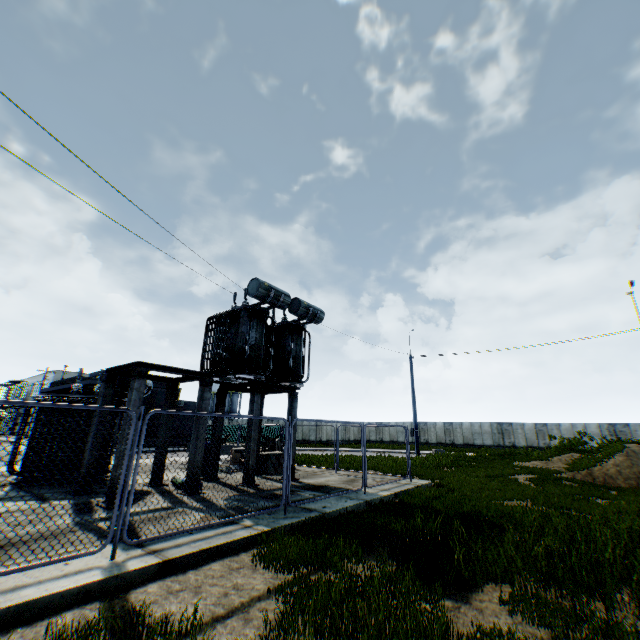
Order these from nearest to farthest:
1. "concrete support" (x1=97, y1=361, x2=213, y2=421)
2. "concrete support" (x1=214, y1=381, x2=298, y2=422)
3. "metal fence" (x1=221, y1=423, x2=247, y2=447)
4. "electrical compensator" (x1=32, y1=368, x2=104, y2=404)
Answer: "metal fence" (x1=221, y1=423, x2=247, y2=447) < "concrete support" (x1=97, y1=361, x2=213, y2=421) < "electrical compensator" (x1=32, y1=368, x2=104, y2=404) < "concrete support" (x1=214, y1=381, x2=298, y2=422)

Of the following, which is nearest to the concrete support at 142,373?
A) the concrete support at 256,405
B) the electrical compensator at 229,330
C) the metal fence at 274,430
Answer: the electrical compensator at 229,330

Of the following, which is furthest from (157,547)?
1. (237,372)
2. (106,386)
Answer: (237,372)

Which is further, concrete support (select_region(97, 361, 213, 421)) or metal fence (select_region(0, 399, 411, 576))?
concrete support (select_region(97, 361, 213, 421))

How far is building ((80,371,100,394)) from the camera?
29.9 meters

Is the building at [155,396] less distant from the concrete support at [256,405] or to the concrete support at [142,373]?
the concrete support at [256,405]

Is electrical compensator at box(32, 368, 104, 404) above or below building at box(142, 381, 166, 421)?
below

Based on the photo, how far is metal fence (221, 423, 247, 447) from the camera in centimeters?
700cm
